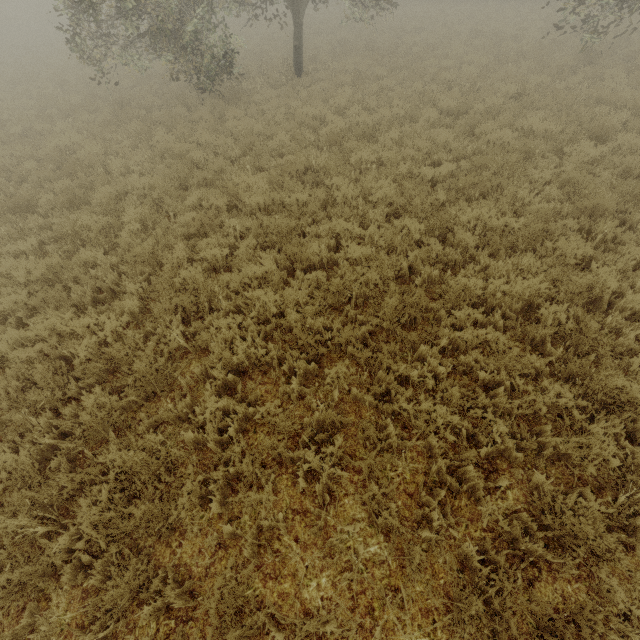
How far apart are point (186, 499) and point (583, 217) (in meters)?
8.05

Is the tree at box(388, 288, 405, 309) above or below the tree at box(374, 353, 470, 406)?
above

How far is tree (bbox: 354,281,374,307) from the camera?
5.3m

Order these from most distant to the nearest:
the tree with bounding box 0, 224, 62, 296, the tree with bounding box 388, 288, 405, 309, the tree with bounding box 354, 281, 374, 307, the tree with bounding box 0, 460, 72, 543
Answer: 1. the tree with bounding box 0, 224, 62, 296
2. the tree with bounding box 354, 281, 374, 307
3. the tree with bounding box 388, 288, 405, 309
4. the tree with bounding box 0, 460, 72, 543

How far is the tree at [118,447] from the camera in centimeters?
350cm

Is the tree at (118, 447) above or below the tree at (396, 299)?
below
